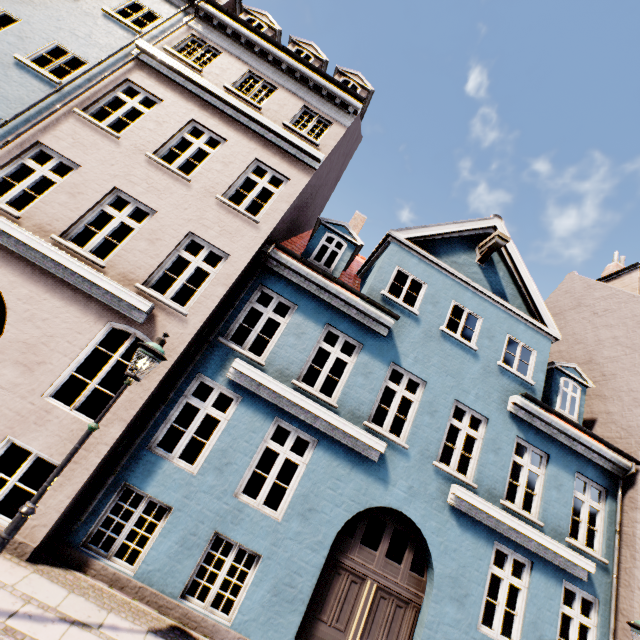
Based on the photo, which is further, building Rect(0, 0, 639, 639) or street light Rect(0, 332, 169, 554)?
building Rect(0, 0, 639, 639)

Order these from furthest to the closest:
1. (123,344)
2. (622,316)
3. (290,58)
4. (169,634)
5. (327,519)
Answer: (123,344), (622,316), (290,58), (327,519), (169,634)

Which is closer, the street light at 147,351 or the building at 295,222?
the street light at 147,351
